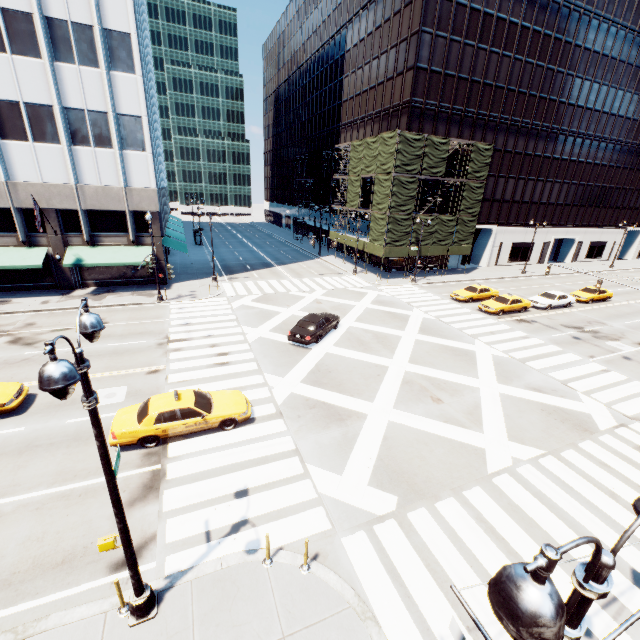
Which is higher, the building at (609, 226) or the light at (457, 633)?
the building at (609, 226)

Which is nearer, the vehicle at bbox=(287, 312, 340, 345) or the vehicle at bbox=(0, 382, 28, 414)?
the vehicle at bbox=(0, 382, 28, 414)

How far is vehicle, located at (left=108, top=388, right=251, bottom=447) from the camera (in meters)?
12.07

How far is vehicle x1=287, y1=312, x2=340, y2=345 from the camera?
20.8 meters

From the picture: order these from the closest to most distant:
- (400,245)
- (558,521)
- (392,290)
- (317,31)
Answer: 1. (558,521)
2. (392,290)
3. (400,245)
4. (317,31)

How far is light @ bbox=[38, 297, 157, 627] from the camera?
4.2 meters

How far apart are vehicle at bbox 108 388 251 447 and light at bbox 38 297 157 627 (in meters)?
5.24

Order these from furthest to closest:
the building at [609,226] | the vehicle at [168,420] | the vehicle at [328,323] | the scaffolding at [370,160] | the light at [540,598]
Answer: the building at [609,226] < the scaffolding at [370,160] < the vehicle at [328,323] < the vehicle at [168,420] < the light at [540,598]
